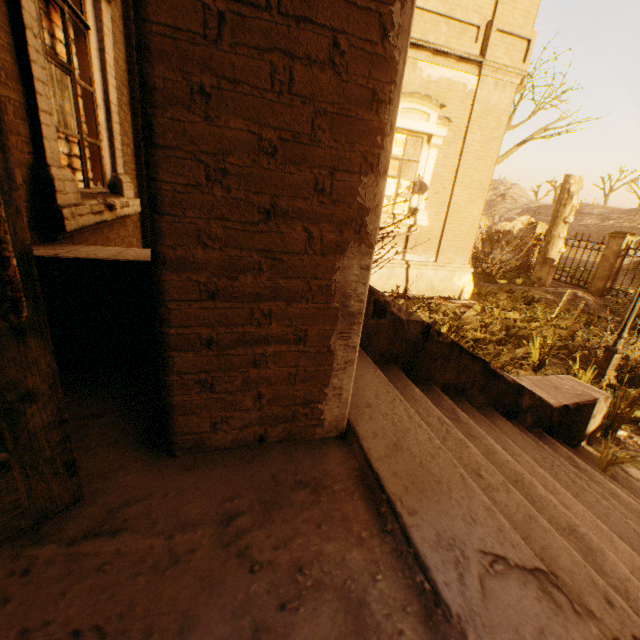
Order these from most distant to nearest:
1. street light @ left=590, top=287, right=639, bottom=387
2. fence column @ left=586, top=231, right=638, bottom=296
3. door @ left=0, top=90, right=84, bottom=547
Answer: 1. fence column @ left=586, top=231, right=638, bottom=296
2. street light @ left=590, top=287, right=639, bottom=387
3. door @ left=0, top=90, right=84, bottom=547

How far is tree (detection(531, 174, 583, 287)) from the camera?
12.6 meters

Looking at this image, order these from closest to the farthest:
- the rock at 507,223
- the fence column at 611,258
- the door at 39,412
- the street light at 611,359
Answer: the door at 39,412 < the street light at 611,359 < the fence column at 611,258 < the rock at 507,223

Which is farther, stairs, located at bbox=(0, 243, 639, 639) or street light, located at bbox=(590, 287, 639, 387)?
street light, located at bbox=(590, 287, 639, 387)

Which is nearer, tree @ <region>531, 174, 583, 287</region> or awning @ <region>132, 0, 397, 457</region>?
awning @ <region>132, 0, 397, 457</region>

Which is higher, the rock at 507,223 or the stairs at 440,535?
the rock at 507,223

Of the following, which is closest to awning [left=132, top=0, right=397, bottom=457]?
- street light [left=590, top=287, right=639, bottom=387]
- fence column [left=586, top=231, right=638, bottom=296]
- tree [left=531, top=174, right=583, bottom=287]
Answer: street light [left=590, top=287, right=639, bottom=387]

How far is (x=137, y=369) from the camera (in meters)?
1.83
